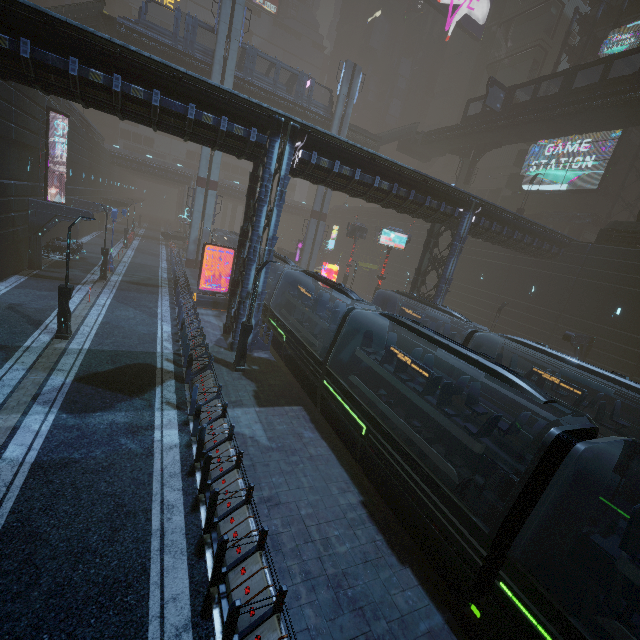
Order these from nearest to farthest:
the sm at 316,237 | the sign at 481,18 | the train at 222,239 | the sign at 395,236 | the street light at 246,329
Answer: the street light at 246,329 < the sign at 395,236 < the train at 222,239 < the sm at 316,237 < the sign at 481,18

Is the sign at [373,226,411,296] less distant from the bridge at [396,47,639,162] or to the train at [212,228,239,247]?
the train at [212,228,239,247]

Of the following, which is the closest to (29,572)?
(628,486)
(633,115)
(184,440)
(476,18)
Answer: (184,440)

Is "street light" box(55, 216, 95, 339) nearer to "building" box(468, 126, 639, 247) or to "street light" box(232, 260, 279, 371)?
"building" box(468, 126, 639, 247)

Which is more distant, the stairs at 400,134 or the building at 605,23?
the stairs at 400,134

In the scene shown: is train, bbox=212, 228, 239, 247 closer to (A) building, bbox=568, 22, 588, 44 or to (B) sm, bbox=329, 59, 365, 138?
(A) building, bbox=568, 22, 588, 44

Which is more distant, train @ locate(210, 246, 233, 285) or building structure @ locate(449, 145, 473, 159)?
building structure @ locate(449, 145, 473, 159)

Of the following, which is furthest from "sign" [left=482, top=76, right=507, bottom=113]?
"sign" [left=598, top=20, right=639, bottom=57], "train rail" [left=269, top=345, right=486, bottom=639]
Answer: "train rail" [left=269, top=345, right=486, bottom=639]
